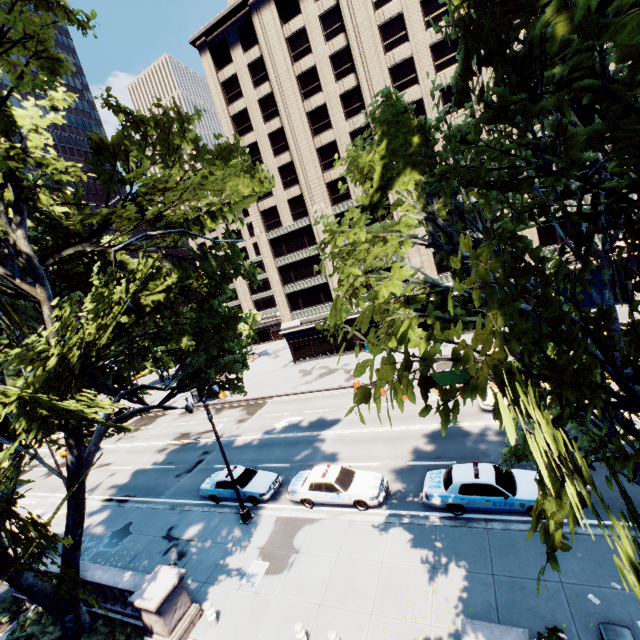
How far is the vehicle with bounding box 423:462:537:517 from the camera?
12.58m

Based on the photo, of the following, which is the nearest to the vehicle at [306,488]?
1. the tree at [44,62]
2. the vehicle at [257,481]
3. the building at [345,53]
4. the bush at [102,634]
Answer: the vehicle at [257,481]

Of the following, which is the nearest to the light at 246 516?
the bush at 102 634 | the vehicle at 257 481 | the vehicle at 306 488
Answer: the vehicle at 257 481

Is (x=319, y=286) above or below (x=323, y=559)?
above

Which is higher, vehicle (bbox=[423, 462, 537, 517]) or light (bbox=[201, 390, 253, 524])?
vehicle (bbox=[423, 462, 537, 517])

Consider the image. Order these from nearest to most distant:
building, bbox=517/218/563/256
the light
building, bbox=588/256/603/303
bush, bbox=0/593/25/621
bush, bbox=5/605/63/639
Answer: bush, bbox=5/605/63/639 < bush, bbox=0/593/25/621 < the light < building, bbox=588/256/603/303 < building, bbox=517/218/563/256

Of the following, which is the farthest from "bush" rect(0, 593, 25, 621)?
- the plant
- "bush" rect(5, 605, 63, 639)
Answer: the plant

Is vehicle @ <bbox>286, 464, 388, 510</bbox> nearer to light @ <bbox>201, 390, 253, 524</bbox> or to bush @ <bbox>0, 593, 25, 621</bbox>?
light @ <bbox>201, 390, 253, 524</bbox>
